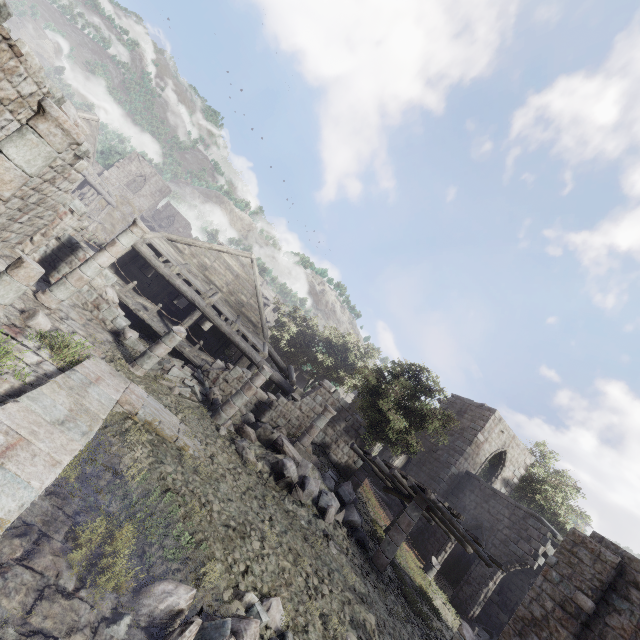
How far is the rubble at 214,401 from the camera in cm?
1228

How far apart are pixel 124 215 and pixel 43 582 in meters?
47.0

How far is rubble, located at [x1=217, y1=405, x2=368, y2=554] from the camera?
10.64m

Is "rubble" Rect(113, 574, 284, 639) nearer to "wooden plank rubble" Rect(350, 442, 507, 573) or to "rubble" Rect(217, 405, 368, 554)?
"rubble" Rect(217, 405, 368, 554)

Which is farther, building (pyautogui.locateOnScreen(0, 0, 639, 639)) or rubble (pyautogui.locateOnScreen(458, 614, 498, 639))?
rubble (pyautogui.locateOnScreen(458, 614, 498, 639))

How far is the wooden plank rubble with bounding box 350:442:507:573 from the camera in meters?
11.5 m

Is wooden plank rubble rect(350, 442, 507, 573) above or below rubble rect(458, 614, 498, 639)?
above

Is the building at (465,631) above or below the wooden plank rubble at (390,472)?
below
